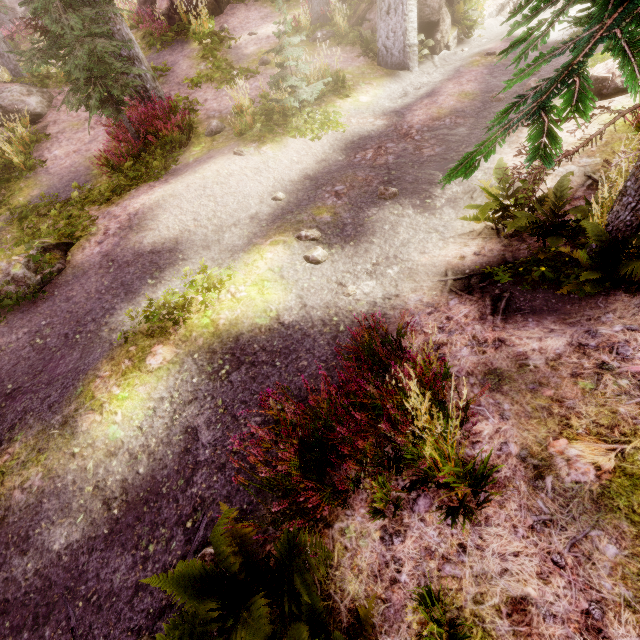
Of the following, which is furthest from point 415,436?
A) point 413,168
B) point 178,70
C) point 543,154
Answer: point 178,70

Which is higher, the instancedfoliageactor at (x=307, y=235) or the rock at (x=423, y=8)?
the rock at (x=423, y=8)

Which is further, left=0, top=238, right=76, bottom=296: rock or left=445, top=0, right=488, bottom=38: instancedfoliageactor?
left=445, top=0, right=488, bottom=38: instancedfoliageactor

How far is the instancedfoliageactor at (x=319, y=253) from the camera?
5.8 meters

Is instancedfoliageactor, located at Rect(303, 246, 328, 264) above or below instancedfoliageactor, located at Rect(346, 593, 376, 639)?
below

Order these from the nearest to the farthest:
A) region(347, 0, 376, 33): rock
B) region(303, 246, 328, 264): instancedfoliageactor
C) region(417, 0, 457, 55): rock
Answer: region(303, 246, 328, 264): instancedfoliageactor
region(417, 0, 457, 55): rock
region(347, 0, 376, 33): rock

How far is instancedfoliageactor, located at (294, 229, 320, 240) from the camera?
6.21m

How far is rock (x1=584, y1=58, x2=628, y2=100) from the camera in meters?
6.3
